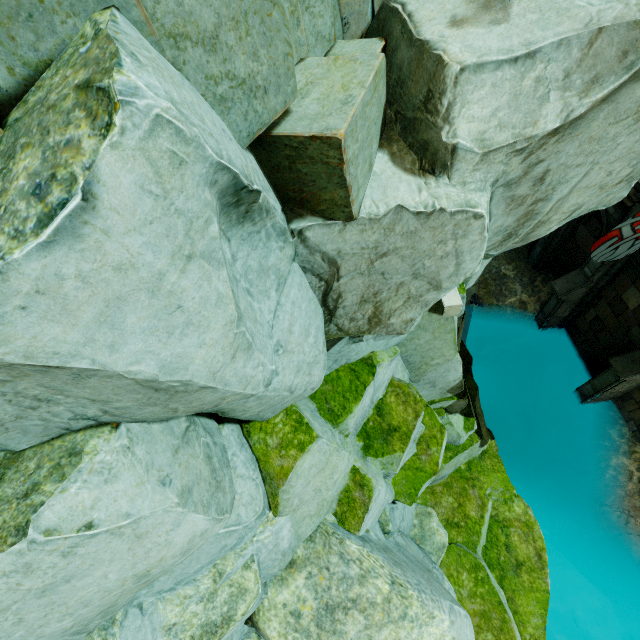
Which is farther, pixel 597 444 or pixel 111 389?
pixel 597 444

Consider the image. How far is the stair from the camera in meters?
14.7 m

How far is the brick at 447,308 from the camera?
6.42m

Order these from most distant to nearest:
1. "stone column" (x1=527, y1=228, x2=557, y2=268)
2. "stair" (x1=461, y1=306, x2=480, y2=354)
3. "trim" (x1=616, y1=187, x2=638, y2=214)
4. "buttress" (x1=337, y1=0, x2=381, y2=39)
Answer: "stair" (x1=461, y1=306, x2=480, y2=354), "stone column" (x1=527, y1=228, x2=557, y2=268), "trim" (x1=616, y1=187, x2=638, y2=214), "buttress" (x1=337, y1=0, x2=381, y2=39)

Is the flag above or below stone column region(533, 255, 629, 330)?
above

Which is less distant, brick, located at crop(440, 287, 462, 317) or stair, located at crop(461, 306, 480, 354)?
brick, located at crop(440, 287, 462, 317)

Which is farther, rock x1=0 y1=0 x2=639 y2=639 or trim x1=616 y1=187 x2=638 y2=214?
trim x1=616 y1=187 x2=638 y2=214

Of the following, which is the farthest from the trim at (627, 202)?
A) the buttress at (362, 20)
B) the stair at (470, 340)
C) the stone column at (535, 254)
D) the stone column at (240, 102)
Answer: the stone column at (240, 102)
